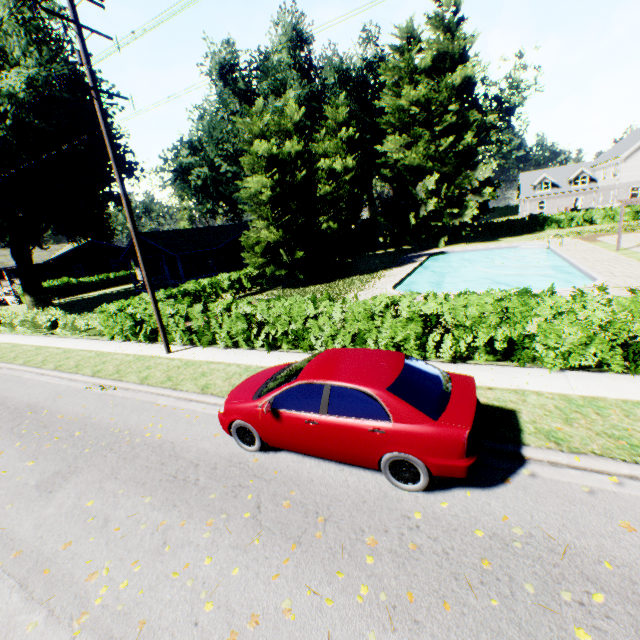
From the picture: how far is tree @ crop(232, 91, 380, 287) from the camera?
21.7m

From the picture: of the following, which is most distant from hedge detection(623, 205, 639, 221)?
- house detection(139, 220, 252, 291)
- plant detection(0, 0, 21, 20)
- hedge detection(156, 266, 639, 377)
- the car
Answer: the car

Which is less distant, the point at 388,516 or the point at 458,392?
the point at 388,516

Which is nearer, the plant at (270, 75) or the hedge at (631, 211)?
the plant at (270, 75)

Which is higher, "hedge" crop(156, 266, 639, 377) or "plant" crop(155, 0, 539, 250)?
"plant" crop(155, 0, 539, 250)

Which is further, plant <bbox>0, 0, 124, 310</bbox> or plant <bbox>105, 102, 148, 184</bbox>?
plant <bbox>105, 102, 148, 184</bbox>

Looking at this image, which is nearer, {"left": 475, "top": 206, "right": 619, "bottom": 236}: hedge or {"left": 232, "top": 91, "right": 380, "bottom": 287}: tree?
{"left": 232, "top": 91, "right": 380, "bottom": 287}: tree

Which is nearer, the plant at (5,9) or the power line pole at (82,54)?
the power line pole at (82,54)
